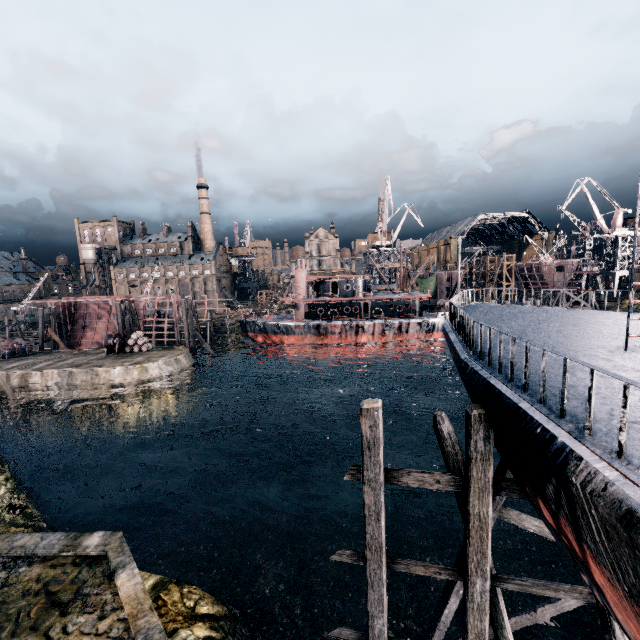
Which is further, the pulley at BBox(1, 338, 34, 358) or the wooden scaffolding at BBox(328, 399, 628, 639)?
the pulley at BBox(1, 338, 34, 358)

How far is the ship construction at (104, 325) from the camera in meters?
51.0

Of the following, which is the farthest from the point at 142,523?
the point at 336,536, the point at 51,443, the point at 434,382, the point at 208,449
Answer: the point at 434,382

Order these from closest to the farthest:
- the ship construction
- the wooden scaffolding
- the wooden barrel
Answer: the wooden scaffolding, the wooden barrel, the ship construction

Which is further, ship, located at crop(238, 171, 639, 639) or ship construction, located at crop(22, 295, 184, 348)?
ship construction, located at crop(22, 295, 184, 348)

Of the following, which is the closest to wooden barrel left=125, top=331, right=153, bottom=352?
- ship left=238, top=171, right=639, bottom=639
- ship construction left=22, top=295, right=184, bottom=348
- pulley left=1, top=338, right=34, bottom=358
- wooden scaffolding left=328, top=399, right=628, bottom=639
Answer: ship construction left=22, top=295, right=184, bottom=348

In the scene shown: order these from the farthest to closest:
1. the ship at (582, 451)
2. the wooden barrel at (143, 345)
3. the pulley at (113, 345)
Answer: the wooden barrel at (143, 345) → the pulley at (113, 345) → the ship at (582, 451)

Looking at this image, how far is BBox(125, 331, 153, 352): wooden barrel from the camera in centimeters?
4156cm
